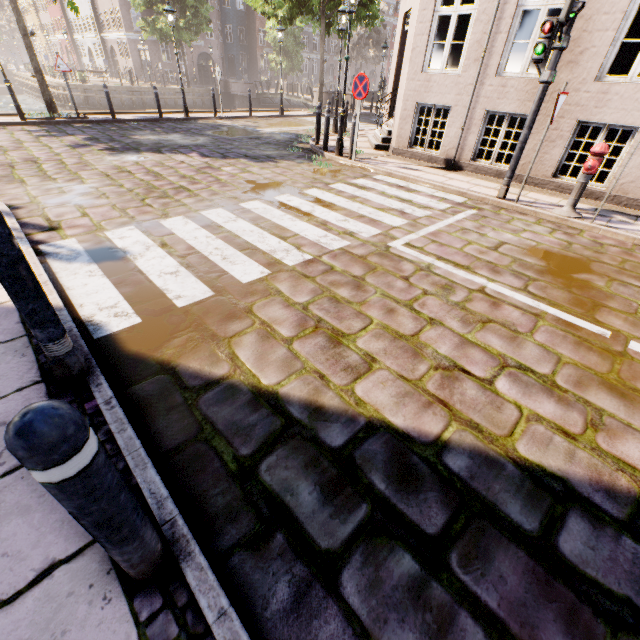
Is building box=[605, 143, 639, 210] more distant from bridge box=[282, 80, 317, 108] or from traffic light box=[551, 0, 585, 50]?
bridge box=[282, 80, 317, 108]

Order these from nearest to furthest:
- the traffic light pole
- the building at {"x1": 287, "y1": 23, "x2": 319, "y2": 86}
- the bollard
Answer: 1. the bollard
2. the traffic light pole
3. the building at {"x1": 287, "y1": 23, "x2": 319, "y2": 86}

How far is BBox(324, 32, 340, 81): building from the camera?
51.44m

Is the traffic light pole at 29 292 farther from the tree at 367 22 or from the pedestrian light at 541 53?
the tree at 367 22

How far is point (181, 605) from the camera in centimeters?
139cm

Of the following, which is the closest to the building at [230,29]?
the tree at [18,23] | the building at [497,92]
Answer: the tree at [18,23]

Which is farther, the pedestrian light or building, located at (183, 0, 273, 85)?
building, located at (183, 0, 273, 85)

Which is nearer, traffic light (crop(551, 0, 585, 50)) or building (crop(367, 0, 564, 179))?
traffic light (crop(551, 0, 585, 50))
